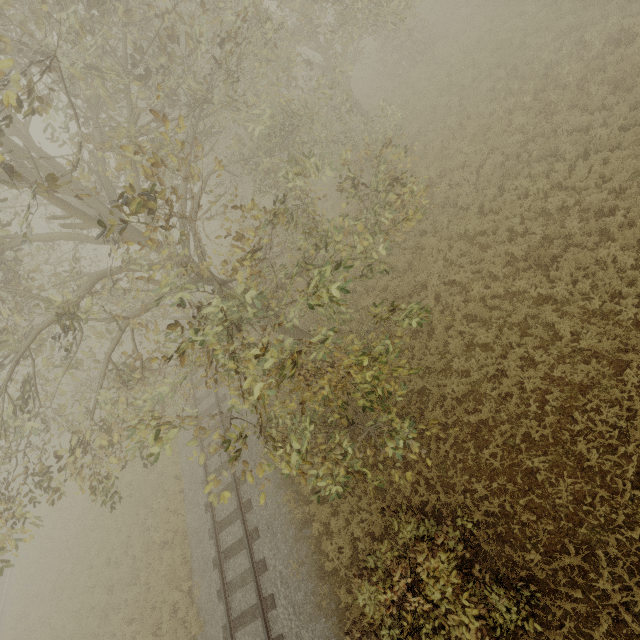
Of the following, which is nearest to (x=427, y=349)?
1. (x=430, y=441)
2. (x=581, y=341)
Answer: (x=430, y=441)
